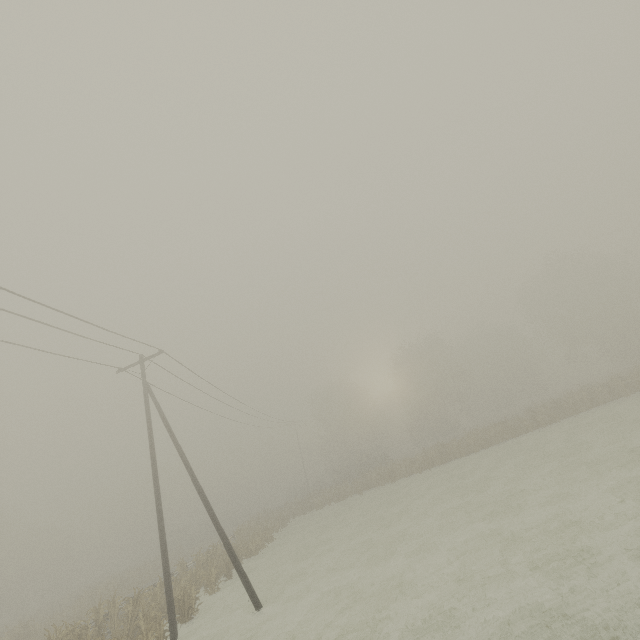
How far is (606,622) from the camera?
5.8 meters
